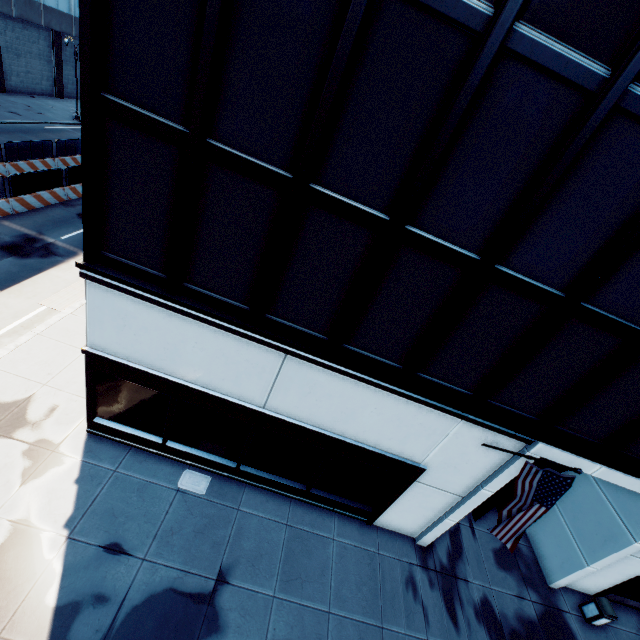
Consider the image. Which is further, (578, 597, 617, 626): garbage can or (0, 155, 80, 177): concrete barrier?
(0, 155, 80, 177): concrete barrier

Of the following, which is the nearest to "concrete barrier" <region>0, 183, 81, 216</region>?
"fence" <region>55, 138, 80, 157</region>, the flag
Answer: "fence" <region>55, 138, 80, 157</region>

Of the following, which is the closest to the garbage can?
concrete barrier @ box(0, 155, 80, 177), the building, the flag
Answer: the building

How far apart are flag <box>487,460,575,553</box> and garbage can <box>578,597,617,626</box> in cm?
856

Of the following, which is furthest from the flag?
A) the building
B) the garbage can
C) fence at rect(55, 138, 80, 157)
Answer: fence at rect(55, 138, 80, 157)

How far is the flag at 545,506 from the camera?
6.5 meters

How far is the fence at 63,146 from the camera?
24.6 meters

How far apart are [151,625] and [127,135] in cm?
1081
